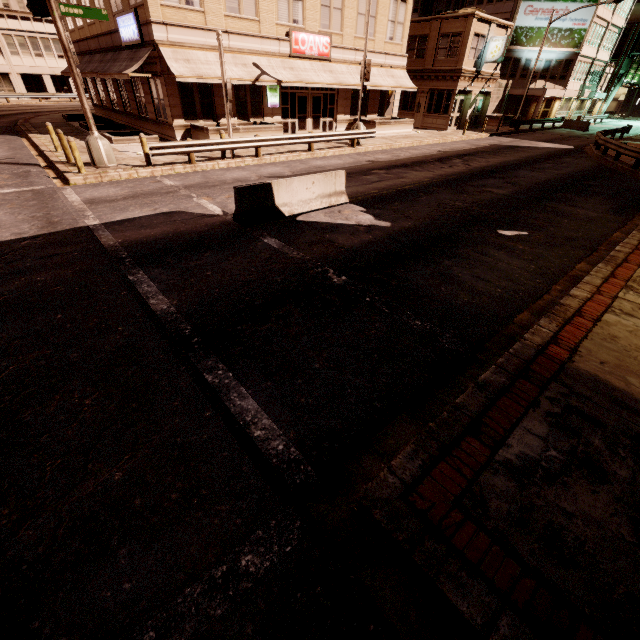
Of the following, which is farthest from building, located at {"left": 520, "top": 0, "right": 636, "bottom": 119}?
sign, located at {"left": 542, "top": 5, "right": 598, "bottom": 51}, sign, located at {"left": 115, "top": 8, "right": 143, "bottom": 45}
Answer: sign, located at {"left": 115, "top": 8, "right": 143, "bottom": 45}

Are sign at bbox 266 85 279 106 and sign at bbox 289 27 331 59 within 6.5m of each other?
yes

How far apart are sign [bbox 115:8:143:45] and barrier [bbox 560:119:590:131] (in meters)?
44.82

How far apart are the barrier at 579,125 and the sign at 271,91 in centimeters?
3676cm

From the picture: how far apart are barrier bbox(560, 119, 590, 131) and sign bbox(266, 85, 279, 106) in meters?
36.8 m

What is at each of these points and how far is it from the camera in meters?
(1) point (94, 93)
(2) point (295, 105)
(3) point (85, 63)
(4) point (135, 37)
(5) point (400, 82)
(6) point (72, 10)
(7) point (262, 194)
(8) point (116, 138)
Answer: (1) building, 29.6
(2) building, 23.4
(3) awning, 25.1
(4) sign, 17.7
(5) awning, 27.0
(6) sign, 11.1
(7) barrier, 8.9
(8) planter, 18.0

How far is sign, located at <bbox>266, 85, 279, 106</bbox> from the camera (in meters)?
21.34

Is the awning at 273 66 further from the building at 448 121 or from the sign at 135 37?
the building at 448 121
